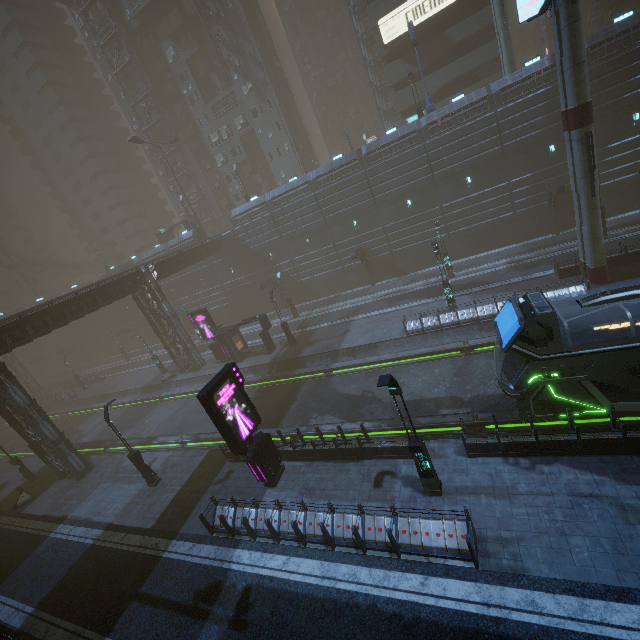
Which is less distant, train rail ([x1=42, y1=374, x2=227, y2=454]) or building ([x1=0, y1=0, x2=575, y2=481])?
train rail ([x1=42, y1=374, x2=227, y2=454])

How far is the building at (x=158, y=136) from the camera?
50.9m

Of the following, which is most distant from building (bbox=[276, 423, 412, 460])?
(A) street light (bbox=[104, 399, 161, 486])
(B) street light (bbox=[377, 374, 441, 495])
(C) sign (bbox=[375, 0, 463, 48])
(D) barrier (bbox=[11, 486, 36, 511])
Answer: (A) street light (bbox=[104, 399, 161, 486])

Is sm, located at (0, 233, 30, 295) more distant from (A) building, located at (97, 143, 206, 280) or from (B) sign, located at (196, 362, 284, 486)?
(B) sign, located at (196, 362, 284, 486)

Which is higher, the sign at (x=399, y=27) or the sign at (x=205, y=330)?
the sign at (x=399, y=27)

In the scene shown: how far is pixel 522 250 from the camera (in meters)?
29.27

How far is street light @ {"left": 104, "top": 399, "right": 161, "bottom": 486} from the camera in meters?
17.7

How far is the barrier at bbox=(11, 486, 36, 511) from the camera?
23.0m
